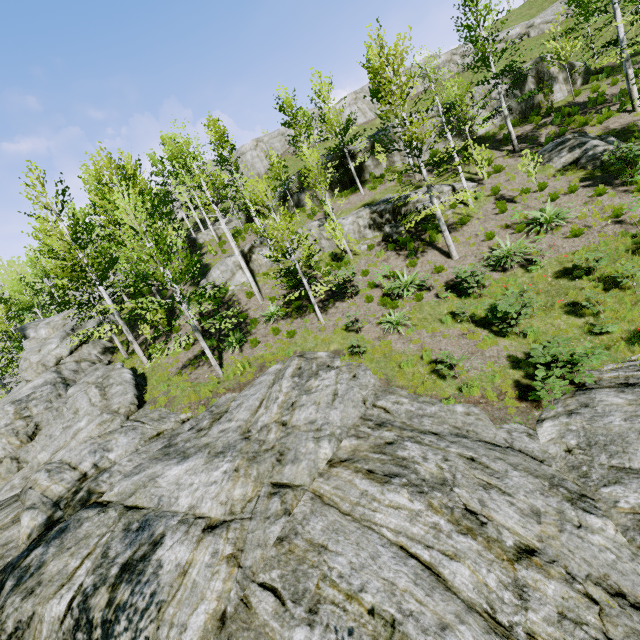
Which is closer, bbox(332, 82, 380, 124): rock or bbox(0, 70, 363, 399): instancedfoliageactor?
bbox(0, 70, 363, 399): instancedfoliageactor

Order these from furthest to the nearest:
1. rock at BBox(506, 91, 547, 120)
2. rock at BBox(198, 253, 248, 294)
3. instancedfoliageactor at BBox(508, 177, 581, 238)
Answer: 1. rock at BBox(506, 91, 547, 120)
2. rock at BBox(198, 253, 248, 294)
3. instancedfoliageactor at BBox(508, 177, 581, 238)

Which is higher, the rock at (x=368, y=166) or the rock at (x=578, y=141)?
the rock at (x=368, y=166)

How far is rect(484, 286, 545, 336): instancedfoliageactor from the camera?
10.13m

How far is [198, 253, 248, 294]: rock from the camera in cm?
2139

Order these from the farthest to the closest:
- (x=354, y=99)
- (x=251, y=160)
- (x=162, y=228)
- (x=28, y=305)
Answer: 1. (x=251, y=160)
2. (x=354, y=99)
3. (x=28, y=305)
4. (x=162, y=228)

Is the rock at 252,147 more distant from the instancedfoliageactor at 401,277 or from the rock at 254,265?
the rock at 254,265

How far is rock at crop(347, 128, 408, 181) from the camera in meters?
25.3 m
